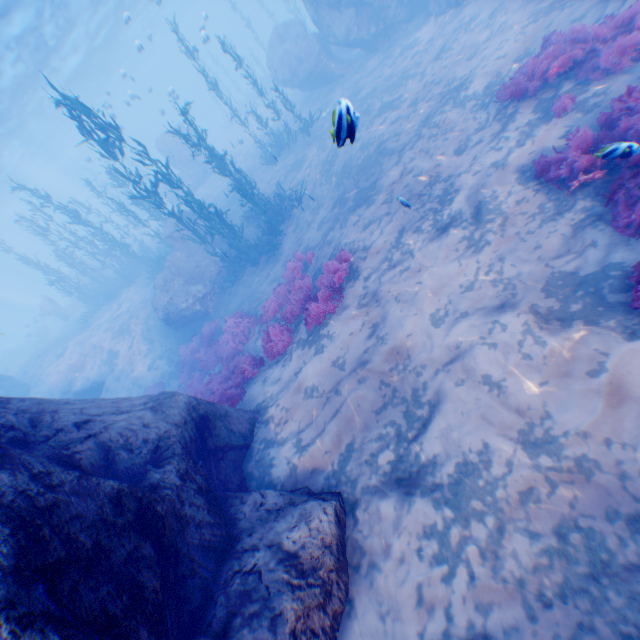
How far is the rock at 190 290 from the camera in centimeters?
1572cm

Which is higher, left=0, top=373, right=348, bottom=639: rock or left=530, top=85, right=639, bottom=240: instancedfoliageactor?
left=0, top=373, right=348, bottom=639: rock

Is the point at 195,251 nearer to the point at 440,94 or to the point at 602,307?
the point at 440,94

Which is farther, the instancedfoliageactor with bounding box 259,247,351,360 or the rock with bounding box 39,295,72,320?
the rock with bounding box 39,295,72,320

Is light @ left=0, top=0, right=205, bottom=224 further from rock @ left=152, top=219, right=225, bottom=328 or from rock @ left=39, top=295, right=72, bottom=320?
rock @ left=39, top=295, right=72, bottom=320

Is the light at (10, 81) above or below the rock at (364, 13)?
above

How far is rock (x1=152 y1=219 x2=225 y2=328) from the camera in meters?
15.7

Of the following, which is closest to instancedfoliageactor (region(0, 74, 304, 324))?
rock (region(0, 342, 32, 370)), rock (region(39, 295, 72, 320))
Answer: rock (region(39, 295, 72, 320))
